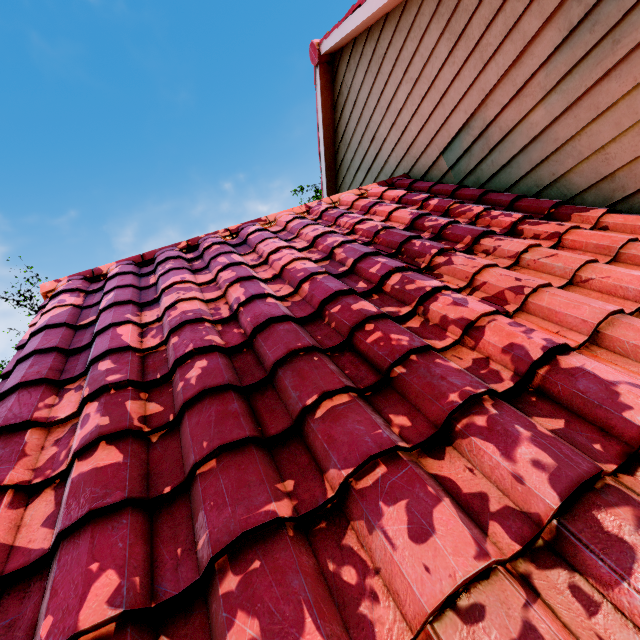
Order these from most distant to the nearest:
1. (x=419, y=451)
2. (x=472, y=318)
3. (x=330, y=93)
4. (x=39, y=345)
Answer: (x=330, y=93)
(x=39, y=345)
(x=472, y=318)
(x=419, y=451)
